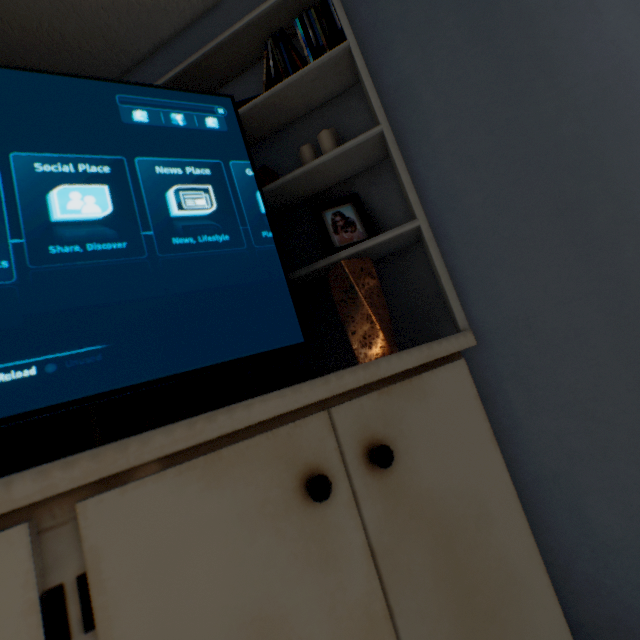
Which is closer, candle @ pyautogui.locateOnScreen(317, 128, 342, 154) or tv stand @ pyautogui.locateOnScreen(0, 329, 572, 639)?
tv stand @ pyautogui.locateOnScreen(0, 329, 572, 639)

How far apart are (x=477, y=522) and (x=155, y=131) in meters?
1.1 m

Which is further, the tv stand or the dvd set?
the dvd set

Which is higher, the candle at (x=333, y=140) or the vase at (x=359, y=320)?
the candle at (x=333, y=140)

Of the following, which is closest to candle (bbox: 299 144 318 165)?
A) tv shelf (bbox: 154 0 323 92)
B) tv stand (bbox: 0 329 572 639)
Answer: tv shelf (bbox: 154 0 323 92)

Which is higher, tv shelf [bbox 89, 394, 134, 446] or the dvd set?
the dvd set

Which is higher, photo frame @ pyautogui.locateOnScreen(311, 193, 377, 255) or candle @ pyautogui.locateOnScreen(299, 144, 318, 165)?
candle @ pyautogui.locateOnScreen(299, 144, 318, 165)

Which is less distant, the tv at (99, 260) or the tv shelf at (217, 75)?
the tv at (99, 260)
